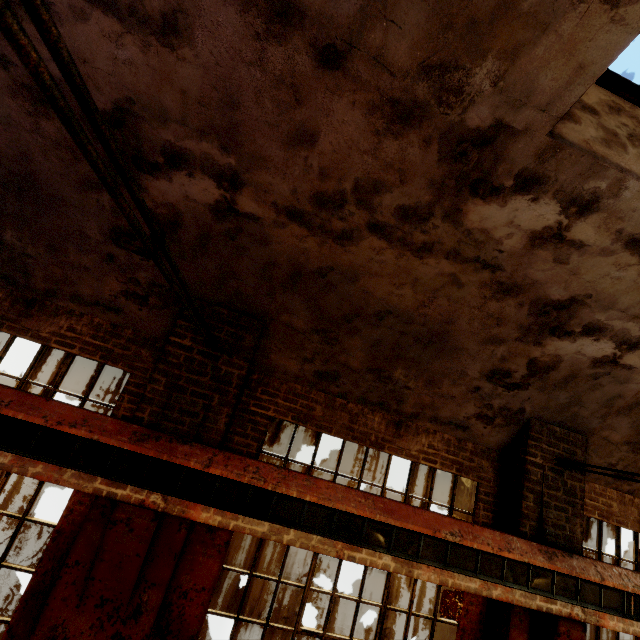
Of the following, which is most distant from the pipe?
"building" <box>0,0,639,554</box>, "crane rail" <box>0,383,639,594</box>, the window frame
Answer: the window frame

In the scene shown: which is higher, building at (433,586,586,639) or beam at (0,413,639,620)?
beam at (0,413,639,620)

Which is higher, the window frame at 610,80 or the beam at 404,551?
the window frame at 610,80

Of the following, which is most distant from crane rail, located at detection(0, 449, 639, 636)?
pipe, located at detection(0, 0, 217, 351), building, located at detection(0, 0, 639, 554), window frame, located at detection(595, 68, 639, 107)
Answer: window frame, located at detection(595, 68, 639, 107)

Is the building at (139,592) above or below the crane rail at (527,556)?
below

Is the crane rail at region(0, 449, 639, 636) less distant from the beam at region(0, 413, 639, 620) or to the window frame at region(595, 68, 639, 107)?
the beam at region(0, 413, 639, 620)

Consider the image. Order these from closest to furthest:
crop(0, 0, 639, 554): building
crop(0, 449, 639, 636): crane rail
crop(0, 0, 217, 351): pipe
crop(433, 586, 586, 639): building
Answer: crop(0, 0, 217, 351): pipe
crop(0, 0, 639, 554): building
crop(0, 449, 639, 636): crane rail
crop(433, 586, 586, 639): building

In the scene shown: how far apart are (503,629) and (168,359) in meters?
5.2
